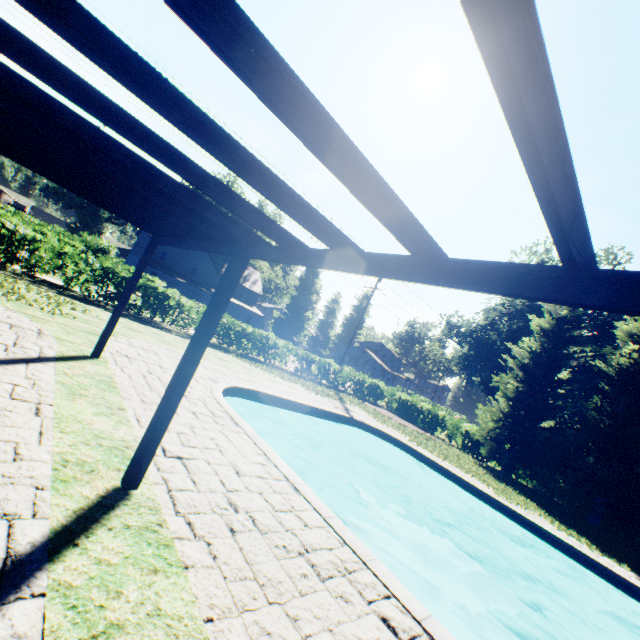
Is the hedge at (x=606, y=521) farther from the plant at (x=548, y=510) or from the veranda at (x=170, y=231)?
the veranda at (x=170, y=231)

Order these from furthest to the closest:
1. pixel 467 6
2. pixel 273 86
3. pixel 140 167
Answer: pixel 140 167 → pixel 273 86 → pixel 467 6

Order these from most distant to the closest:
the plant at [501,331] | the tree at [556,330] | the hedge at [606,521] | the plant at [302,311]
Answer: the plant at [302,311] → the plant at [501,331] → the hedge at [606,521] → the tree at [556,330]

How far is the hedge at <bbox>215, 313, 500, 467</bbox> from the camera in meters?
19.2

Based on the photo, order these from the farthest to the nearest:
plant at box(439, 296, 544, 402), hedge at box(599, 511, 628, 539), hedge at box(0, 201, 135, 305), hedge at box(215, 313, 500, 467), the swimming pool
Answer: plant at box(439, 296, 544, 402)
hedge at box(215, 313, 500, 467)
hedge at box(599, 511, 628, 539)
hedge at box(0, 201, 135, 305)
the swimming pool

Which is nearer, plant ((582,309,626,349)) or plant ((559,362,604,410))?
plant ((582,309,626,349))

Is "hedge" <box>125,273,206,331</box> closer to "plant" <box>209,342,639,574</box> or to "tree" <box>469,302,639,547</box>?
"tree" <box>469,302,639,547</box>
